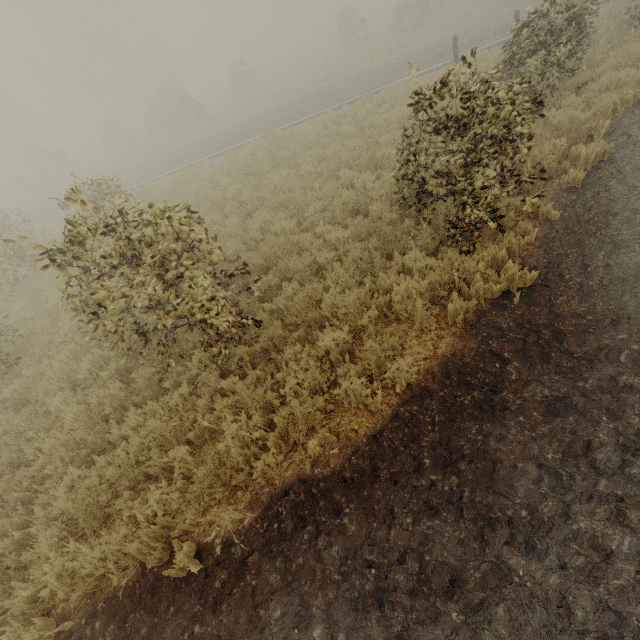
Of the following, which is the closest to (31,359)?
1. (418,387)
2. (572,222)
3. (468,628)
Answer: (418,387)
